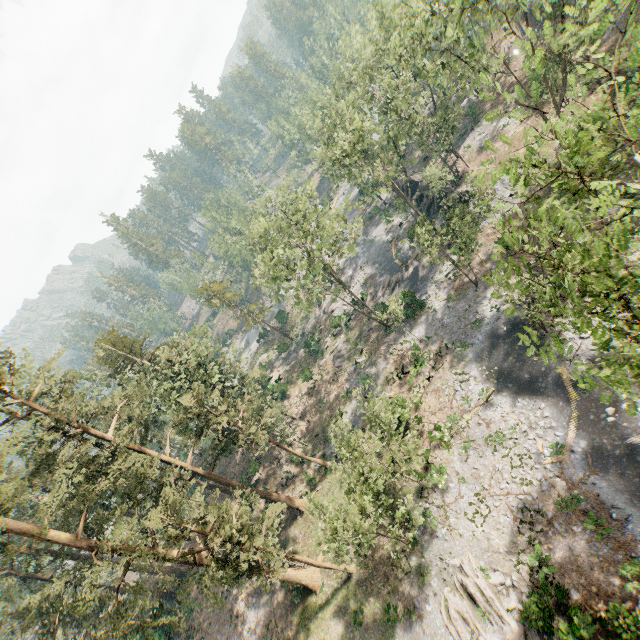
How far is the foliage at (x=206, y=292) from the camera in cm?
4920

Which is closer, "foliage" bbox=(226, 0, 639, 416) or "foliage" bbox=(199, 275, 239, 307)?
"foliage" bbox=(226, 0, 639, 416)

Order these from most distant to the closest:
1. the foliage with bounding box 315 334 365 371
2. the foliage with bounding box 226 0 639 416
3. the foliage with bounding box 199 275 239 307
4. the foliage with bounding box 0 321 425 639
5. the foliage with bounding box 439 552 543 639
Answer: the foliage with bounding box 199 275 239 307 < the foliage with bounding box 315 334 365 371 < the foliage with bounding box 0 321 425 639 < the foliage with bounding box 439 552 543 639 < the foliage with bounding box 226 0 639 416

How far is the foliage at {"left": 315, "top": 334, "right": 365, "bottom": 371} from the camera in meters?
41.9 m

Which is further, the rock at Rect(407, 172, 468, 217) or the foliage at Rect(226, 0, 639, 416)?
the rock at Rect(407, 172, 468, 217)

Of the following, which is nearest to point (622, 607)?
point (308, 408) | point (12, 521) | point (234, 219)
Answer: point (12, 521)

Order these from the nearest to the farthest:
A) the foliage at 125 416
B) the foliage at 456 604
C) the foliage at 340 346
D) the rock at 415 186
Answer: the foliage at 456 604 < the foliage at 125 416 < the rock at 415 186 < the foliage at 340 346
